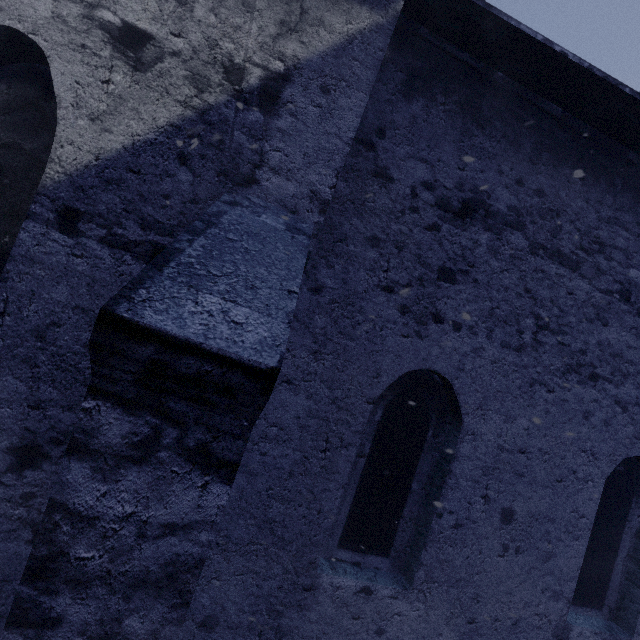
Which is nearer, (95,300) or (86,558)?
(86,558)
